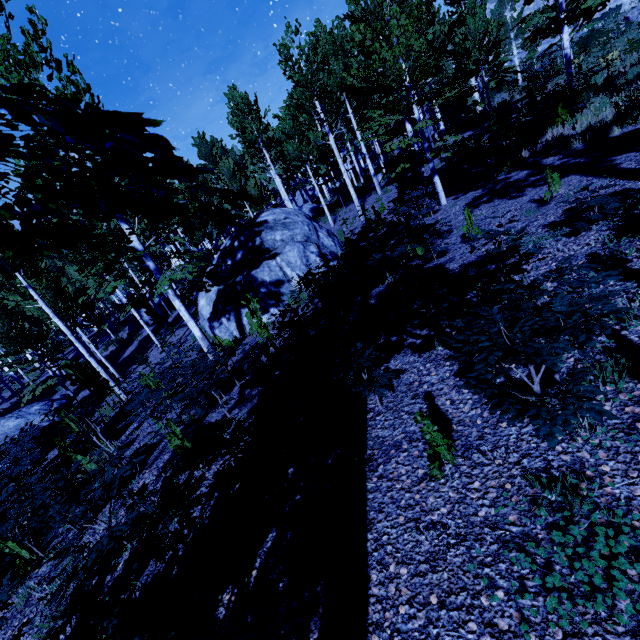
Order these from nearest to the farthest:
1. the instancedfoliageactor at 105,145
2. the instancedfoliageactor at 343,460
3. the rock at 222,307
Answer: the instancedfoliageactor at 105,145 → the instancedfoliageactor at 343,460 → the rock at 222,307

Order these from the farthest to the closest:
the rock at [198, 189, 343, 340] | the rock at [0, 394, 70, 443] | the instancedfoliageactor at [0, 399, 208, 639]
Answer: the rock at [0, 394, 70, 443], the rock at [198, 189, 343, 340], the instancedfoliageactor at [0, 399, 208, 639]

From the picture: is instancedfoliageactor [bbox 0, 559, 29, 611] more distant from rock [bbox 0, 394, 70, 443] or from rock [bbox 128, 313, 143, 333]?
rock [bbox 0, 394, 70, 443]

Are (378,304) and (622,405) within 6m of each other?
yes

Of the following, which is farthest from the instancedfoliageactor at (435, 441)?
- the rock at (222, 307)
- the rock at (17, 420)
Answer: the rock at (17, 420)

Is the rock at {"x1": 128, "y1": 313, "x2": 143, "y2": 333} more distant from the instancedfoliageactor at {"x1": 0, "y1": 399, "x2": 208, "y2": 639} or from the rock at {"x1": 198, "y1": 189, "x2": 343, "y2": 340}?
the rock at {"x1": 198, "y1": 189, "x2": 343, "y2": 340}

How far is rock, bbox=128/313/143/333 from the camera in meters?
26.5
